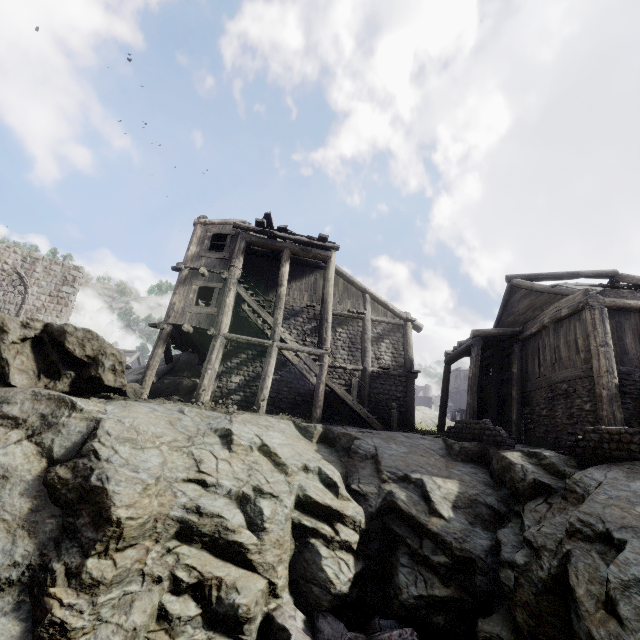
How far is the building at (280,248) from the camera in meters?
13.8

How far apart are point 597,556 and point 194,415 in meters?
9.3

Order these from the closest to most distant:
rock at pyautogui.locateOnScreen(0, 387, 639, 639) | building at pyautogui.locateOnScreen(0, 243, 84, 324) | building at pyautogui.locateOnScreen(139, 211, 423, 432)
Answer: rock at pyautogui.locateOnScreen(0, 387, 639, 639) < building at pyautogui.locateOnScreen(139, 211, 423, 432) < building at pyautogui.locateOnScreen(0, 243, 84, 324)

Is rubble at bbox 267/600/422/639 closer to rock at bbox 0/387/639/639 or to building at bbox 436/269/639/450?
rock at bbox 0/387/639/639

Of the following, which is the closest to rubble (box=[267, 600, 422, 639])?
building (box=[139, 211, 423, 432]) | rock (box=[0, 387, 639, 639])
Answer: rock (box=[0, 387, 639, 639])

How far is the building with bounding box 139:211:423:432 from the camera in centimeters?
1380cm

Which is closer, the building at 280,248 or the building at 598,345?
the building at 598,345
